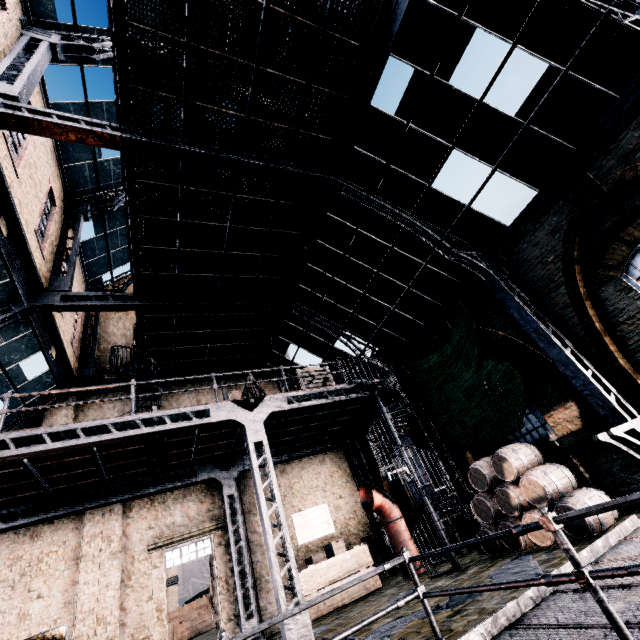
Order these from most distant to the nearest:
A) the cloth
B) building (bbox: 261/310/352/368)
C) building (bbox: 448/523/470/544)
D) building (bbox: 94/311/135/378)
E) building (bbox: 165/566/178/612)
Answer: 1. building (bbox: 165/566/178/612)
2. building (bbox: 94/311/135/378)
3. building (bbox: 261/310/352/368)
4. building (bbox: 448/523/470/544)
5. the cloth

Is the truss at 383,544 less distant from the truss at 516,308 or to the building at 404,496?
the building at 404,496

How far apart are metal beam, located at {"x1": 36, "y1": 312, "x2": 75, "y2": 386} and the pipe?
13.7m

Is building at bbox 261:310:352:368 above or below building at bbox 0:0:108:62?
below

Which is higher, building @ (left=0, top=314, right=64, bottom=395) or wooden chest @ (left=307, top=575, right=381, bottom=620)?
building @ (left=0, top=314, right=64, bottom=395)

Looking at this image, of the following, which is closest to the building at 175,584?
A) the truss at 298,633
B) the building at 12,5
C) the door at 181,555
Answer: the building at 12,5

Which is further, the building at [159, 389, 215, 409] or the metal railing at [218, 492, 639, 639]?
the building at [159, 389, 215, 409]

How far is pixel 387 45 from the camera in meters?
8.3
